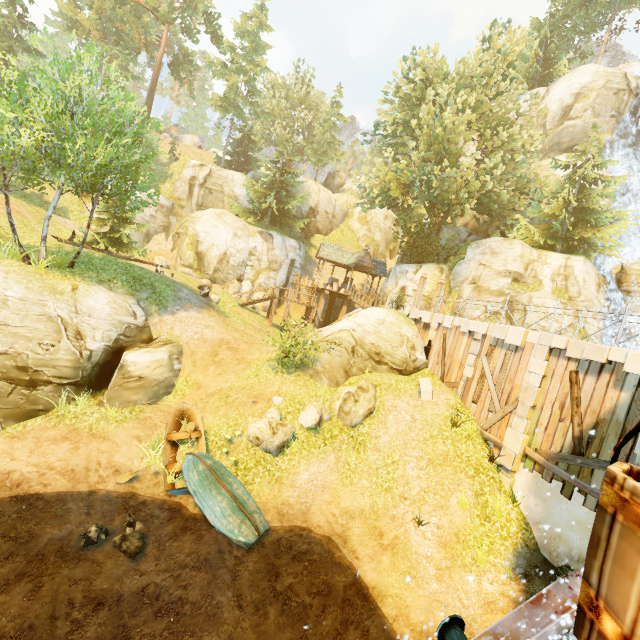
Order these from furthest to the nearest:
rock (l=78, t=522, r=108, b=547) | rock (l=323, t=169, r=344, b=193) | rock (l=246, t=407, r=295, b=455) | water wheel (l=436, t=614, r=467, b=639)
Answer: rock (l=323, t=169, r=344, b=193) < rock (l=246, t=407, r=295, b=455) < rock (l=78, t=522, r=108, b=547) < water wheel (l=436, t=614, r=467, b=639)

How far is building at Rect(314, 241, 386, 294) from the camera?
28.94m

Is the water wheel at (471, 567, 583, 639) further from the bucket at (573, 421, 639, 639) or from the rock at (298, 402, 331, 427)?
the rock at (298, 402, 331, 427)

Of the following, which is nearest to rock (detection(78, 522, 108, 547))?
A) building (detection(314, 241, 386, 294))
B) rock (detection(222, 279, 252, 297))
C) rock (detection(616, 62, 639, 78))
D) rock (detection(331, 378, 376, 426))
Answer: rock (detection(331, 378, 376, 426))

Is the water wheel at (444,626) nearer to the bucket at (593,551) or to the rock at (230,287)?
the bucket at (593,551)

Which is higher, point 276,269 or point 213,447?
point 276,269

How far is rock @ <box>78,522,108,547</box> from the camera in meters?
8.7

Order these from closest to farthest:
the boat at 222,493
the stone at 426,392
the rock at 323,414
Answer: the boat at 222,493 < the rock at 323,414 < the stone at 426,392
